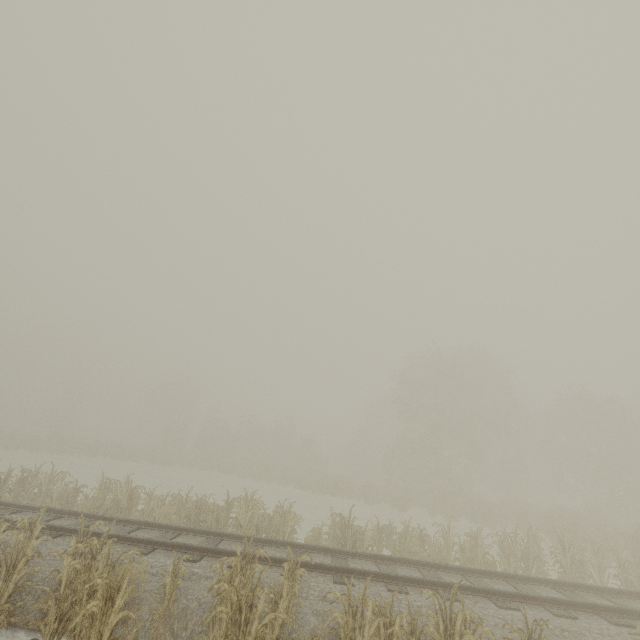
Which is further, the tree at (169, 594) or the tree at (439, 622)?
the tree at (169, 594)

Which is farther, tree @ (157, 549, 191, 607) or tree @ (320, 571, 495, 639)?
tree @ (157, 549, 191, 607)

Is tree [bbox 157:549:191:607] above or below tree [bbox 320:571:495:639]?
below

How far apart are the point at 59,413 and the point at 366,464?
52.4m

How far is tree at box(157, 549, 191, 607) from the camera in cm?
596

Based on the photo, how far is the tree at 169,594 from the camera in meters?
6.0 m
